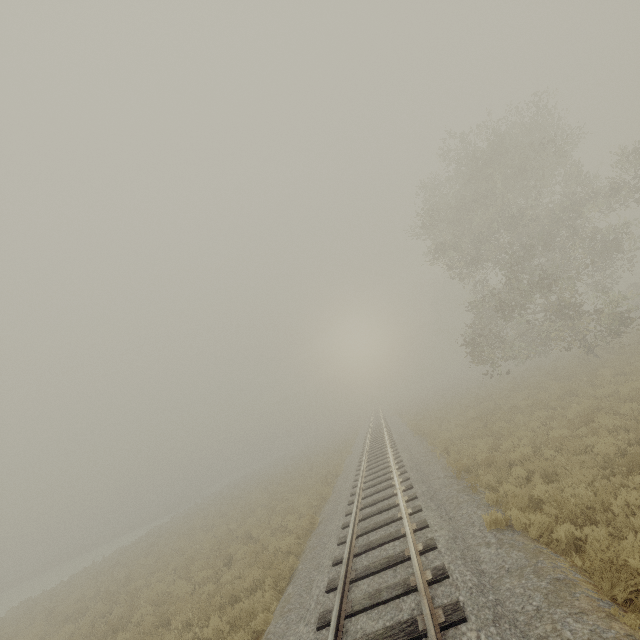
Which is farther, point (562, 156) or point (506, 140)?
point (506, 140)
